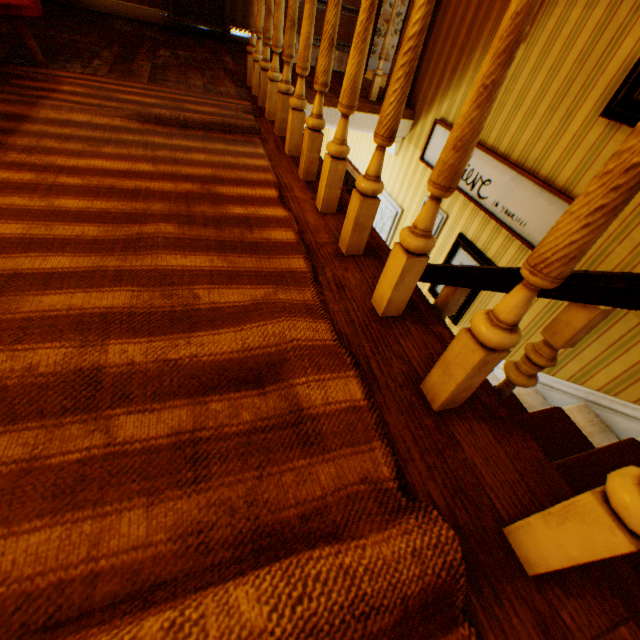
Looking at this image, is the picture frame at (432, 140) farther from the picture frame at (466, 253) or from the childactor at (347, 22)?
the childactor at (347, 22)

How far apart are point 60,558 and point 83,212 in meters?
1.0

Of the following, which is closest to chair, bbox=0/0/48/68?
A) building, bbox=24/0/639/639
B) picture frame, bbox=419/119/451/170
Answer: building, bbox=24/0/639/639

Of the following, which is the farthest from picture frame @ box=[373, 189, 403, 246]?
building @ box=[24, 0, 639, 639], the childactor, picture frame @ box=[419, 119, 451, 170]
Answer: the childactor

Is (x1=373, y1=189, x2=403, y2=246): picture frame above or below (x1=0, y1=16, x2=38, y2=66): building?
below

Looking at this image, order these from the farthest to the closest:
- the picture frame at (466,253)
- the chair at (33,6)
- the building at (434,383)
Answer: the picture frame at (466,253)
the chair at (33,6)
the building at (434,383)

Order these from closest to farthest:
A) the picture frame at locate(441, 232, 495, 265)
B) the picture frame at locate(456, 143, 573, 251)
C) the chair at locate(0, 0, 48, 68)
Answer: the chair at locate(0, 0, 48, 68), the picture frame at locate(456, 143, 573, 251), the picture frame at locate(441, 232, 495, 265)

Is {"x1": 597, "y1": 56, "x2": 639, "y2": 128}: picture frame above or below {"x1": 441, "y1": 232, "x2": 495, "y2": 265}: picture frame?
above
